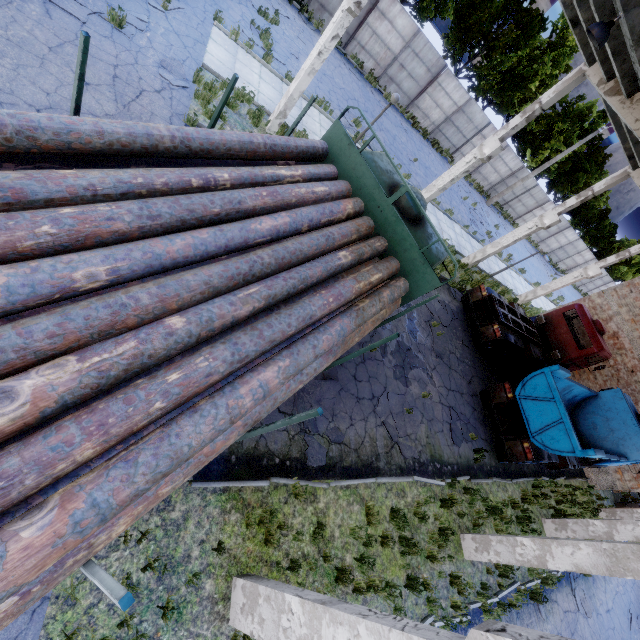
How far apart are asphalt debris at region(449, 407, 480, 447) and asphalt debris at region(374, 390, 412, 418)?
1.7 meters

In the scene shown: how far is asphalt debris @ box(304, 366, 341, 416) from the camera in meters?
7.9

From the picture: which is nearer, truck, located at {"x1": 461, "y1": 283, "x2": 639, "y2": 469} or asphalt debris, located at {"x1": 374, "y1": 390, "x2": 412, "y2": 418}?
asphalt debris, located at {"x1": 374, "y1": 390, "x2": 412, "y2": 418}

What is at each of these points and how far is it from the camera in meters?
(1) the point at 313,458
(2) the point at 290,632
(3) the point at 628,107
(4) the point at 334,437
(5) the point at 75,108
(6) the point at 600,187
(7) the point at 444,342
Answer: (1) asphalt debris, 7.1
(2) column beam, 4.0
(3) column beam, 8.9
(4) asphalt debris, 7.7
(5) truck, 2.8
(6) column beam, 14.2
(7) asphalt debris, 13.3

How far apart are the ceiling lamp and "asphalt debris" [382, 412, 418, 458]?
9.2m

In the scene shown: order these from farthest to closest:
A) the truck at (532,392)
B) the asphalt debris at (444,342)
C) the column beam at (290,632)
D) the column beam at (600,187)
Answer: the column beam at (600,187)
the asphalt debris at (444,342)
the truck at (532,392)
the column beam at (290,632)

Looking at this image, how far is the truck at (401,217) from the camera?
5.3 meters

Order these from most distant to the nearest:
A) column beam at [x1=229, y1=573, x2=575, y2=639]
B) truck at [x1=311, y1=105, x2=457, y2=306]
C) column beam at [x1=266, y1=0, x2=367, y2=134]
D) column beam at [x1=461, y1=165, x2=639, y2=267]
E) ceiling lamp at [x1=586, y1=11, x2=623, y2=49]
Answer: column beam at [x1=461, y1=165, x2=639, y2=267] → column beam at [x1=266, y1=0, x2=367, y2=134] → ceiling lamp at [x1=586, y1=11, x2=623, y2=49] → truck at [x1=311, y1=105, x2=457, y2=306] → column beam at [x1=229, y1=573, x2=575, y2=639]
